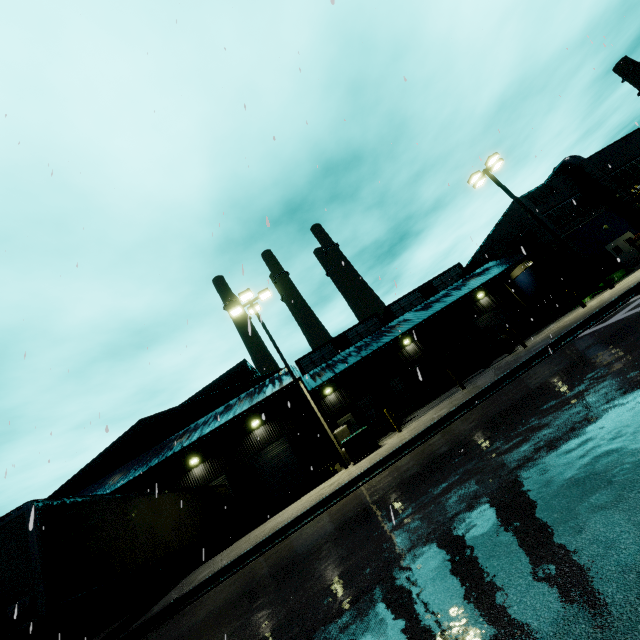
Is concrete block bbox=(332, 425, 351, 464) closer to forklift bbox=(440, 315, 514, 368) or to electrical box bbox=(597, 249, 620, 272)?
forklift bbox=(440, 315, 514, 368)

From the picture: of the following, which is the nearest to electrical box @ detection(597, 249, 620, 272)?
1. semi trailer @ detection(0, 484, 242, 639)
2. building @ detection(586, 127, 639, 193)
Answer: building @ detection(586, 127, 639, 193)

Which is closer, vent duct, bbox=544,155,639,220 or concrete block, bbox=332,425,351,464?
concrete block, bbox=332,425,351,464

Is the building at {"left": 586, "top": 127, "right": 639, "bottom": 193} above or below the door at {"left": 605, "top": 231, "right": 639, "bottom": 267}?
above

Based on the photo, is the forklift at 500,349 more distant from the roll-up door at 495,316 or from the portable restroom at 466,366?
the roll-up door at 495,316

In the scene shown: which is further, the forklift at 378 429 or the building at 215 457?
the building at 215 457

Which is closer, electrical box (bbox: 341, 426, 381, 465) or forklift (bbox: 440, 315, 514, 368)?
electrical box (bbox: 341, 426, 381, 465)

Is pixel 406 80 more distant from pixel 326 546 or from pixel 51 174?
pixel 326 546
